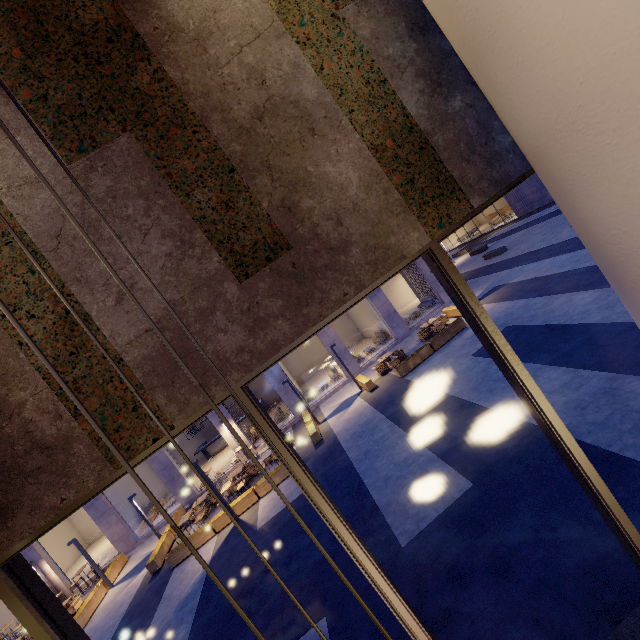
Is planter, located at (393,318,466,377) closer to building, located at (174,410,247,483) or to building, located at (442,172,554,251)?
building, located at (174,410,247,483)

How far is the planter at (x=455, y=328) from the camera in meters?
14.8

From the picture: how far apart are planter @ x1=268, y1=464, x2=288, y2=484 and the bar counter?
11.6 meters

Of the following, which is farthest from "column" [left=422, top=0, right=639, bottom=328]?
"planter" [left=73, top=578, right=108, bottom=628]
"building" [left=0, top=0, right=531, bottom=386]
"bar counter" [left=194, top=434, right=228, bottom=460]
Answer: "bar counter" [left=194, top=434, right=228, bottom=460]

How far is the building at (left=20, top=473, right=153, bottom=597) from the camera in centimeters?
1723cm

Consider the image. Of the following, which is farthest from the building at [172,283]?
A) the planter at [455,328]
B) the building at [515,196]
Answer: the building at [515,196]

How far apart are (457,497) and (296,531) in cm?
513
